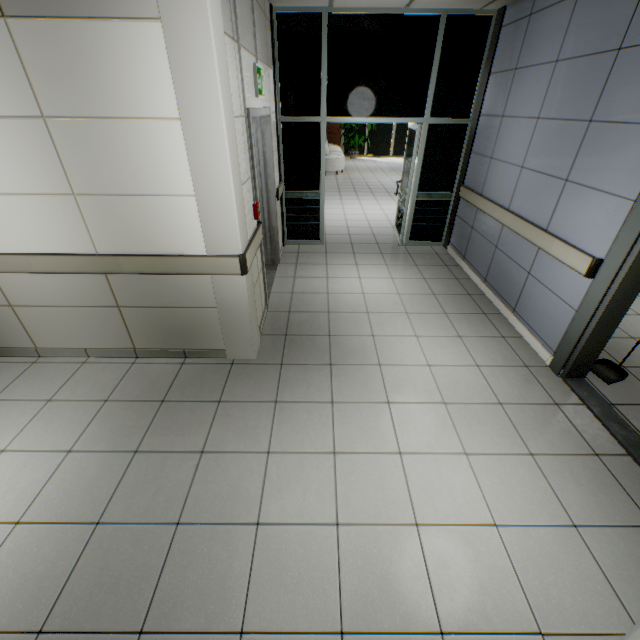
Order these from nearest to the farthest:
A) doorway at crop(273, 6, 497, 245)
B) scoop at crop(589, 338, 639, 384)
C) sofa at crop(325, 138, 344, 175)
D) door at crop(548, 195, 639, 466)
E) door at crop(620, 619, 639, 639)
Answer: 1. door at crop(620, 619, 639, 639)
2. door at crop(548, 195, 639, 466)
3. scoop at crop(589, 338, 639, 384)
4. doorway at crop(273, 6, 497, 245)
5. sofa at crop(325, 138, 344, 175)

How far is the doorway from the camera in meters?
4.4

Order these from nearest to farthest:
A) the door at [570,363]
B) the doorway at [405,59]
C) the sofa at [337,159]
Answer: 1. the door at [570,363]
2. the doorway at [405,59]
3. the sofa at [337,159]

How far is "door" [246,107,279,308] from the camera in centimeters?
328cm

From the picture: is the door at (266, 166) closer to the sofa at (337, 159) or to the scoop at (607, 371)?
the scoop at (607, 371)

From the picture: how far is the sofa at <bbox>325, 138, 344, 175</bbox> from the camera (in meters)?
11.94

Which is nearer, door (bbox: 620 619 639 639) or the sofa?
door (bbox: 620 619 639 639)

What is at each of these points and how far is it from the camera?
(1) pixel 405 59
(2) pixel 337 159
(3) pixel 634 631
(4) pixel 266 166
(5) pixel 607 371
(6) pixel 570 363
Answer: (1) doorway, 4.58m
(2) sofa, 12.02m
(3) door, 1.50m
(4) door, 4.52m
(5) scoop, 3.21m
(6) door, 3.01m
